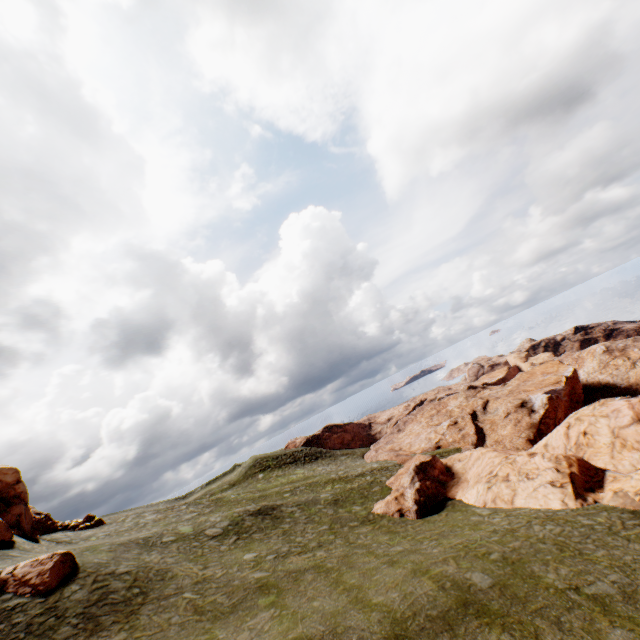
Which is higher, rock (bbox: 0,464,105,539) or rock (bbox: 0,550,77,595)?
rock (bbox: 0,464,105,539)

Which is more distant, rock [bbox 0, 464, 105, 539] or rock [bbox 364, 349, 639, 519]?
rock [bbox 0, 464, 105, 539]

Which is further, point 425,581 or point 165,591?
point 165,591

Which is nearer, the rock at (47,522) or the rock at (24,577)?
the rock at (24,577)

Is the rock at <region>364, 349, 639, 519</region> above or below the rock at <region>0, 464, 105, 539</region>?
below

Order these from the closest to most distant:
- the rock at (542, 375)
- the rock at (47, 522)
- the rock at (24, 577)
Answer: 1. the rock at (24, 577)
2. the rock at (542, 375)
3. the rock at (47, 522)

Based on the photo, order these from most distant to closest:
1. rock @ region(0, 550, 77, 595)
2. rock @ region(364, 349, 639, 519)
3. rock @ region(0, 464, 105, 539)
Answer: rock @ region(0, 464, 105, 539) < rock @ region(364, 349, 639, 519) < rock @ region(0, 550, 77, 595)
